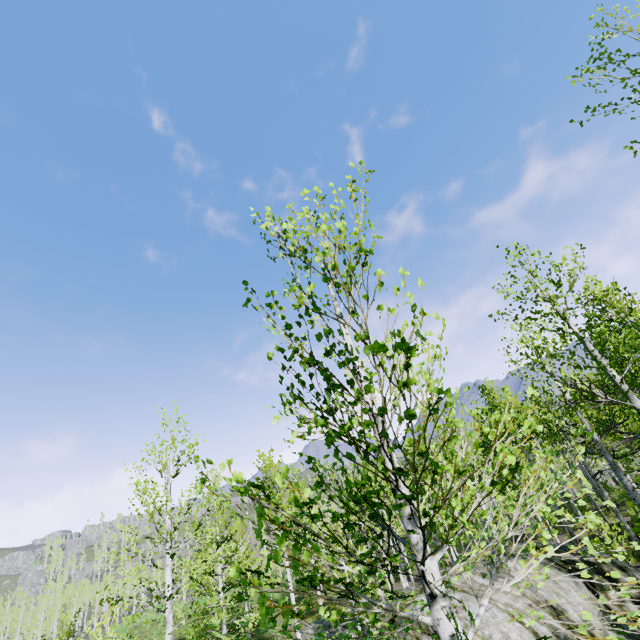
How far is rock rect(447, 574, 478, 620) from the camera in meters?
6.8

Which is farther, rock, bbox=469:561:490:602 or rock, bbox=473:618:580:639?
rock, bbox=469:561:490:602

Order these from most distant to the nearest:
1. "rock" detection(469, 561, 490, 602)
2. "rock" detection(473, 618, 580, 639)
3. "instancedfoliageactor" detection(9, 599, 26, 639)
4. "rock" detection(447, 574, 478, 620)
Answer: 1. "instancedfoliageactor" detection(9, 599, 26, 639)
2. "rock" detection(469, 561, 490, 602)
3. "rock" detection(447, 574, 478, 620)
4. "rock" detection(473, 618, 580, 639)

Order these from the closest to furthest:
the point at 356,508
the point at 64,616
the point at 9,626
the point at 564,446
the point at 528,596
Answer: the point at 528,596 → the point at 564,446 → the point at 64,616 → the point at 356,508 → the point at 9,626

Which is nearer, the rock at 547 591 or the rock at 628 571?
the rock at 547 591

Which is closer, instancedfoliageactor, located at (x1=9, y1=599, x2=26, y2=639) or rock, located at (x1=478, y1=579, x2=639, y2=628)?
rock, located at (x1=478, y1=579, x2=639, y2=628)

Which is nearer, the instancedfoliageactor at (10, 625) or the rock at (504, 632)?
the rock at (504, 632)
